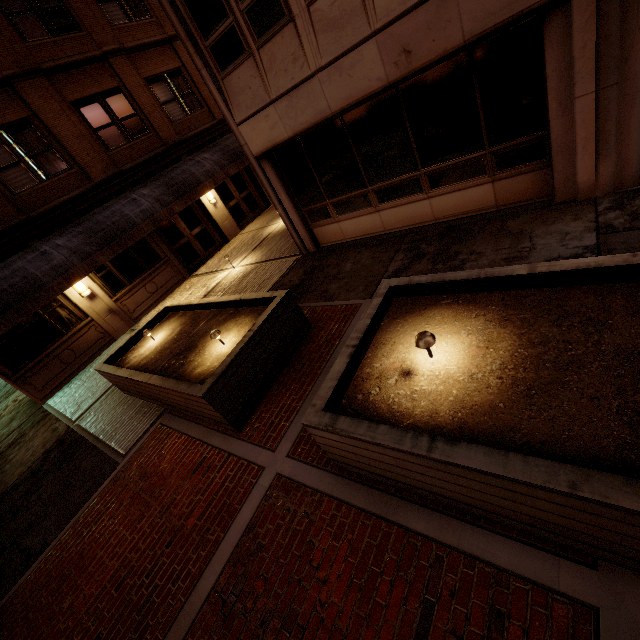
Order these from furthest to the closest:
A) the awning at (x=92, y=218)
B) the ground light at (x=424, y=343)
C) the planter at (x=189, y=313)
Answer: the awning at (x=92, y=218) → the planter at (x=189, y=313) → the ground light at (x=424, y=343)

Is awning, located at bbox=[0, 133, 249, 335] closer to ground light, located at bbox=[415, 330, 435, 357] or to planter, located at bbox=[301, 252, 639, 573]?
planter, located at bbox=[301, 252, 639, 573]

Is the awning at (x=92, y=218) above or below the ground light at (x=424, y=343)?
above

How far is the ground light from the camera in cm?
333

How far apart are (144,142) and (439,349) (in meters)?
15.06

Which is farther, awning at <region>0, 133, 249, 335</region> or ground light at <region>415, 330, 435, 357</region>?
awning at <region>0, 133, 249, 335</region>

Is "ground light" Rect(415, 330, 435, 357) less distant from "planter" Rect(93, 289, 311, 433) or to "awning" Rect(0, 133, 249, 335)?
"planter" Rect(93, 289, 311, 433)
